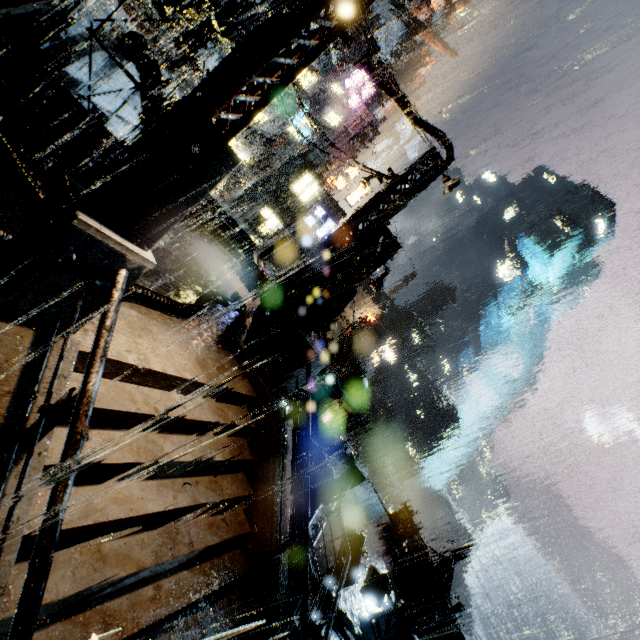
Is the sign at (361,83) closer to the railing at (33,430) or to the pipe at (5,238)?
the pipe at (5,238)

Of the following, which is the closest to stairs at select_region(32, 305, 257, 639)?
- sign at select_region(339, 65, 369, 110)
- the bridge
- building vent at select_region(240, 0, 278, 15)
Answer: the bridge

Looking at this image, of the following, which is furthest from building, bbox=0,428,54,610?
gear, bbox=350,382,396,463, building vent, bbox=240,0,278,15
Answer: gear, bbox=350,382,396,463

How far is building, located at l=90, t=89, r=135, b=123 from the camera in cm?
1360

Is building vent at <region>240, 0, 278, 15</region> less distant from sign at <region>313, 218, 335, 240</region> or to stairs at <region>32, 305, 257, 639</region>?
stairs at <region>32, 305, 257, 639</region>

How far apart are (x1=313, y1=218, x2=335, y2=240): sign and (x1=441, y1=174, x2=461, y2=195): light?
27.9m

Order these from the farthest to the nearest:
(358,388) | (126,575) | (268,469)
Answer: (358,388), (268,469), (126,575)

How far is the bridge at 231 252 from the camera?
15.71m
